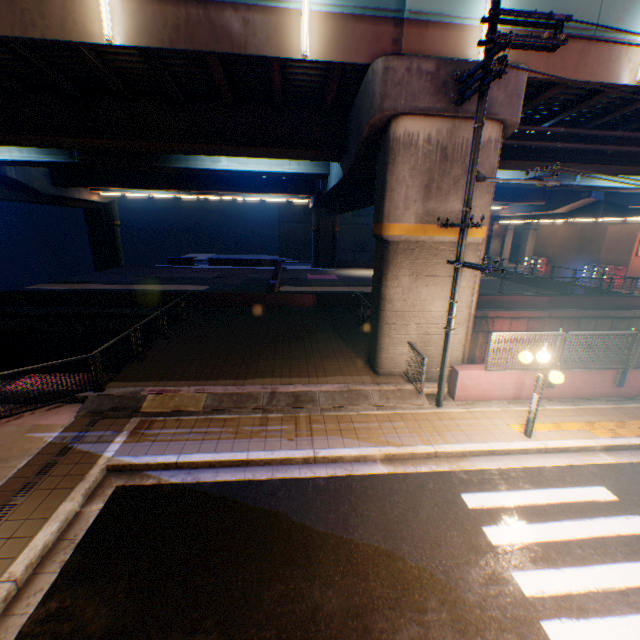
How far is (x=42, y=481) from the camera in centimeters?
626cm

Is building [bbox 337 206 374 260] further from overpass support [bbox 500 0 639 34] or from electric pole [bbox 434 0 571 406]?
electric pole [bbox 434 0 571 406]

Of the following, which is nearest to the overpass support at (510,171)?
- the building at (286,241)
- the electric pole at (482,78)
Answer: the electric pole at (482,78)

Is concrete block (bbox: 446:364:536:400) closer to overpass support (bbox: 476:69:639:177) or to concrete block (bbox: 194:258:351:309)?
overpass support (bbox: 476:69:639:177)

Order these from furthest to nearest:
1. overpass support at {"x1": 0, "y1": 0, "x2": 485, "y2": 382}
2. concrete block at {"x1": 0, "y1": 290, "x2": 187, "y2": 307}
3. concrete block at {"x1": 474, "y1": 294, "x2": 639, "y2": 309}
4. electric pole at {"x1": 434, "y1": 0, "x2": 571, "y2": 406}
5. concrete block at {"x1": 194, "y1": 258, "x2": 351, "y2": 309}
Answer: concrete block at {"x1": 474, "y1": 294, "x2": 639, "y2": 309} → concrete block at {"x1": 194, "y1": 258, "x2": 351, "y2": 309} → concrete block at {"x1": 0, "y1": 290, "x2": 187, "y2": 307} → overpass support at {"x1": 0, "y1": 0, "x2": 485, "y2": 382} → electric pole at {"x1": 434, "y1": 0, "x2": 571, "y2": 406}

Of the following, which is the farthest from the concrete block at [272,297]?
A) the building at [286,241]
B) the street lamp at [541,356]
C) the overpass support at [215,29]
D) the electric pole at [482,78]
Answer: the street lamp at [541,356]

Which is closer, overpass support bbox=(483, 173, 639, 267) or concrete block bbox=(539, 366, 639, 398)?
concrete block bbox=(539, 366, 639, 398)

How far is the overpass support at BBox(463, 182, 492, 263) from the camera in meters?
9.4
